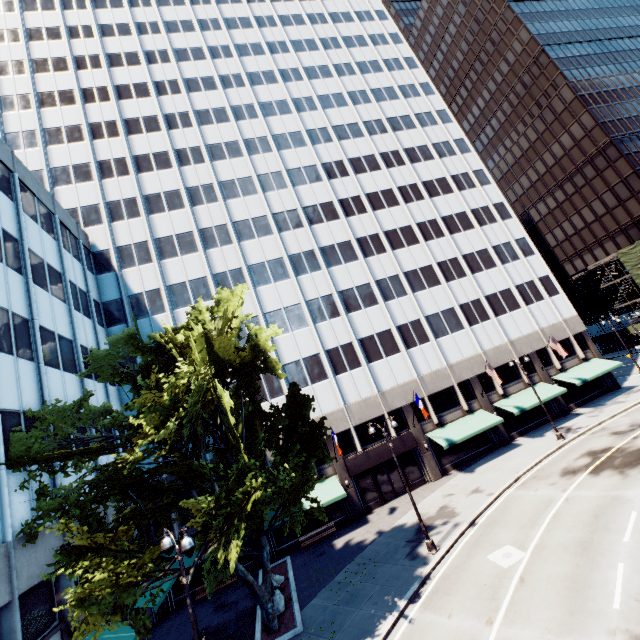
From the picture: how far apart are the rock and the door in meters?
12.1 m

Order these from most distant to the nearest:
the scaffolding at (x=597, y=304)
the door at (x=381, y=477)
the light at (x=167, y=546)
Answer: the scaffolding at (x=597, y=304)
the door at (x=381, y=477)
the light at (x=167, y=546)

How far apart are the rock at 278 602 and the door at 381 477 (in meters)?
12.11

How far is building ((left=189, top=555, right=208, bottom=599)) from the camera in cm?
2260

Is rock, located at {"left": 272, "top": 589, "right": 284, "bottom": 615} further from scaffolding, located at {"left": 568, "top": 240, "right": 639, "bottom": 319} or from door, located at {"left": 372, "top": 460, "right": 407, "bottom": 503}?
scaffolding, located at {"left": 568, "top": 240, "right": 639, "bottom": 319}

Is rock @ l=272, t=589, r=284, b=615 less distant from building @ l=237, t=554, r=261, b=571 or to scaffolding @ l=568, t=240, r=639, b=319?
Result: building @ l=237, t=554, r=261, b=571

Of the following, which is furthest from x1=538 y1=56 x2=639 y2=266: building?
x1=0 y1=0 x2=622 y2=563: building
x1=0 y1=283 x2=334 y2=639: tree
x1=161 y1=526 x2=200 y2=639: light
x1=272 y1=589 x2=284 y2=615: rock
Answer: x1=161 y1=526 x2=200 y2=639: light

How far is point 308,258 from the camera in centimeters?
3447cm
